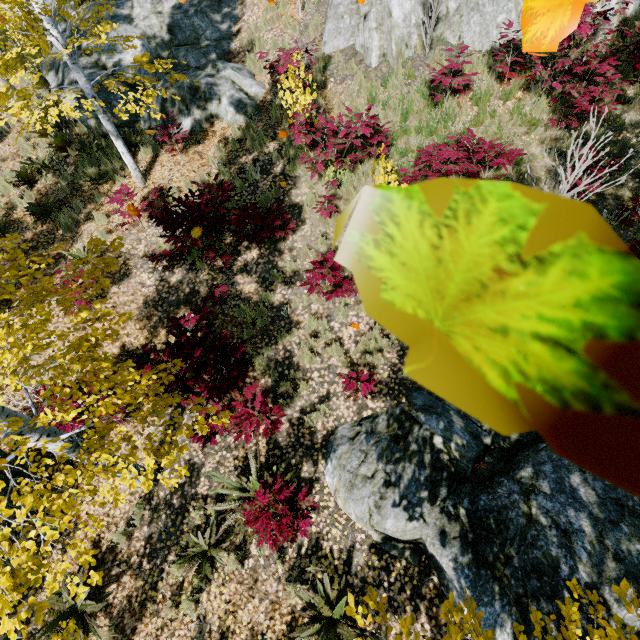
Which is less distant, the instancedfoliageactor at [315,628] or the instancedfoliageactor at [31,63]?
the instancedfoliageactor at [315,628]

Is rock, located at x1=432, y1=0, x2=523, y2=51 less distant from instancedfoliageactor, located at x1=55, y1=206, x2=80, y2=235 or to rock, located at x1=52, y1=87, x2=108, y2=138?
rock, located at x1=52, y1=87, x2=108, y2=138

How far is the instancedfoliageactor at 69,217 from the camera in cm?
834

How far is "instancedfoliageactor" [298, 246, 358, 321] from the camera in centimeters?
602cm

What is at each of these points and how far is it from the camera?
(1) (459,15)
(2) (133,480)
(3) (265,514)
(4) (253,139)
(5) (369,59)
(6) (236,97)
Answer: (1) rock, 8.1 meters
(2) instancedfoliageactor, 3.6 meters
(3) instancedfoliageactor, 4.5 meters
(4) instancedfoliageactor, 8.8 meters
(5) rock, 8.8 meters
(6) rock, 9.2 meters

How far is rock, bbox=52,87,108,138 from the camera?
9.46m
